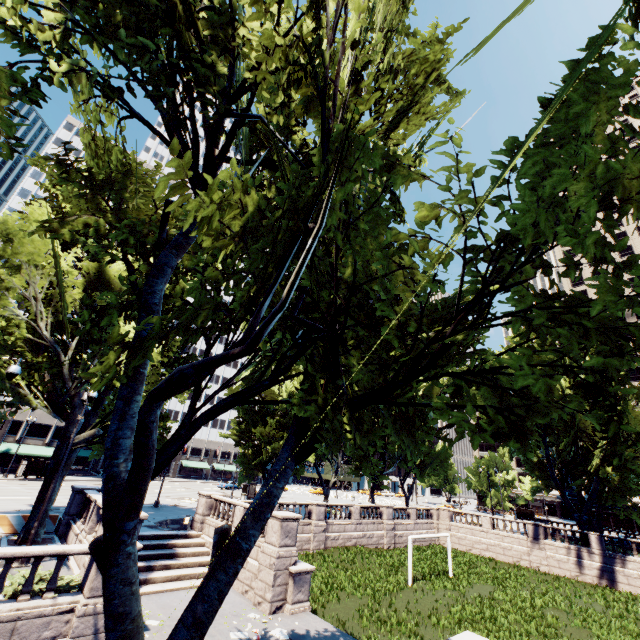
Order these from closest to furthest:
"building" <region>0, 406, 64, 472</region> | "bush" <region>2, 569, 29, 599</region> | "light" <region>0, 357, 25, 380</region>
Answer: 1. "bush" <region>2, 569, 29, 599</region>
2. "light" <region>0, 357, 25, 380</region>
3. "building" <region>0, 406, 64, 472</region>

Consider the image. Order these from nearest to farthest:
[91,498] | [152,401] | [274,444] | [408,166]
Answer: [152,401]
[408,166]
[91,498]
[274,444]

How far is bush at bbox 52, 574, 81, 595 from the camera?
10.8 meters

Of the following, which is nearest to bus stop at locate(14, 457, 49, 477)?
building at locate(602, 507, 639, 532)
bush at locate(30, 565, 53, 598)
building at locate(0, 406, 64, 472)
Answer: building at locate(0, 406, 64, 472)

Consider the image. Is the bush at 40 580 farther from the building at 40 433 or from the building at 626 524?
the building at 626 524

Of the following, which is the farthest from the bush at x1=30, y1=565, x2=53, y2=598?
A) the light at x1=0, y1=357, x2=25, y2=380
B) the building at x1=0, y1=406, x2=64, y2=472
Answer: the building at x1=0, y1=406, x2=64, y2=472

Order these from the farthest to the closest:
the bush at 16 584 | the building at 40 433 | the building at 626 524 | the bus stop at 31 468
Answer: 1. the building at 626 524
2. the building at 40 433
3. the bus stop at 31 468
4. the bush at 16 584

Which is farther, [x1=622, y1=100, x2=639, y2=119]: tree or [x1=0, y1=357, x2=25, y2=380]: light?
[x1=0, y1=357, x2=25, y2=380]: light
